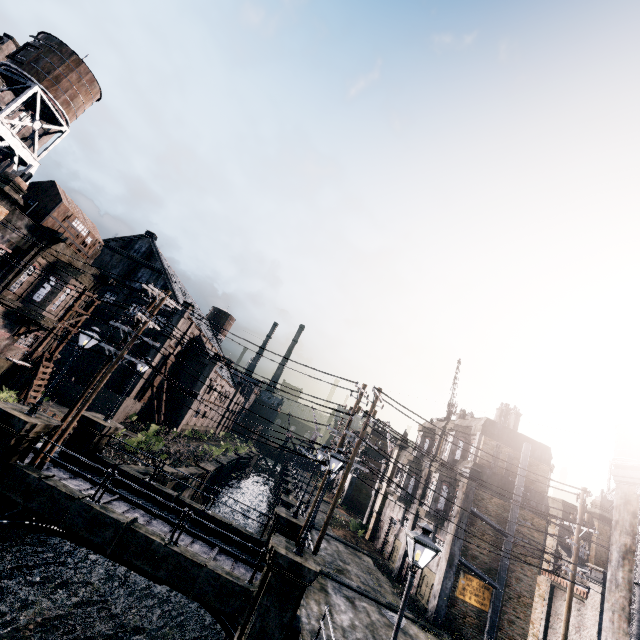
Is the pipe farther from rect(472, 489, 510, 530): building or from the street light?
the street light

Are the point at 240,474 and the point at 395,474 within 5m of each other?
no

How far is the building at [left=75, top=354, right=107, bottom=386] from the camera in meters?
38.3

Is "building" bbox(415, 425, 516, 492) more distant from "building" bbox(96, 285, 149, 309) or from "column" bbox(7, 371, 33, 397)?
"column" bbox(7, 371, 33, 397)

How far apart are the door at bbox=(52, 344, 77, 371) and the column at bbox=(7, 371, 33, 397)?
13.8m

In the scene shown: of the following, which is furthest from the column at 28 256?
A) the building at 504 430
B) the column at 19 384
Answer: the building at 504 430

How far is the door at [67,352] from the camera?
38.94m

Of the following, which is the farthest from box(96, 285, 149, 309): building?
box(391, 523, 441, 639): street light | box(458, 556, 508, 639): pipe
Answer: box(458, 556, 508, 639): pipe
